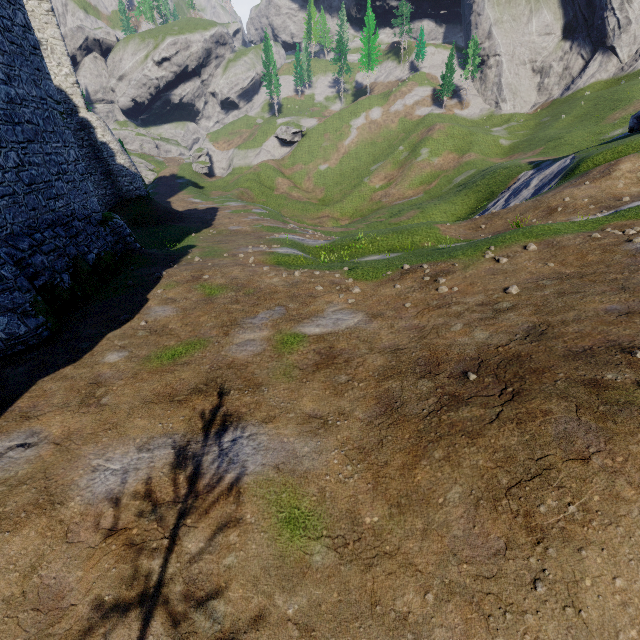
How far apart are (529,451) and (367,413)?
2.8m
